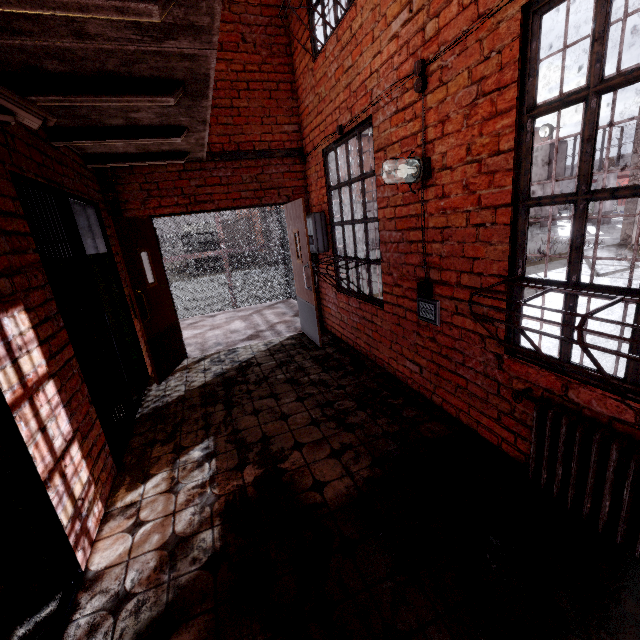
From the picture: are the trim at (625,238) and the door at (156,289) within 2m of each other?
no

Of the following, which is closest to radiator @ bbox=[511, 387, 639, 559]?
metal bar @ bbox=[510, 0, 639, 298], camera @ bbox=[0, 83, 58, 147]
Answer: metal bar @ bbox=[510, 0, 639, 298]

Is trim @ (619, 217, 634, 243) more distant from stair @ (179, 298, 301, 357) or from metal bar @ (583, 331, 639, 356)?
metal bar @ (583, 331, 639, 356)

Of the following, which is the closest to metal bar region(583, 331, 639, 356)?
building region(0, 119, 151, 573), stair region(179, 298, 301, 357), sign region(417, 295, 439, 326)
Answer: building region(0, 119, 151, 573)

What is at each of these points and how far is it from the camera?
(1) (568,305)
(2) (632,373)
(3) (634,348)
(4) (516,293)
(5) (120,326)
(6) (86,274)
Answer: (1) metal bar, 1.8m
(2) metal bar, 1.6m
(3) metal bar, 1.6m
(4) metal bar, 2.1m
(5) building, 4.5m
(6) metal bar, 3.1m

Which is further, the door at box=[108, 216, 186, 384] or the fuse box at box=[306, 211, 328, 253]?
the fuse box at box=[306, 211, 328, 253]

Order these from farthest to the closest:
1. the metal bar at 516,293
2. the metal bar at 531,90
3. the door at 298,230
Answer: the door at 298,230 < the metal bar at 516,293 < the metal bar at 531,90

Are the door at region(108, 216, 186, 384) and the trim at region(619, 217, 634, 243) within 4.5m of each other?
no
